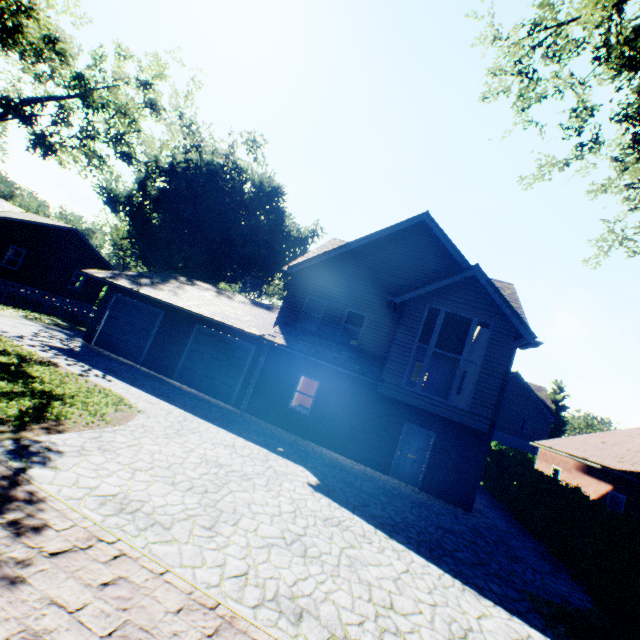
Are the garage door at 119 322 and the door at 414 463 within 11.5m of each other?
no

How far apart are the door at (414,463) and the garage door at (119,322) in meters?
13.0 m

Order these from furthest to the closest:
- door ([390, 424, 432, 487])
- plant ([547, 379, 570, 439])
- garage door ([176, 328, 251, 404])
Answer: plant ([547, 379, 570, 439]) → garage door ([176, 328, 251, 404]) → door ([390, 424, 432, 487])

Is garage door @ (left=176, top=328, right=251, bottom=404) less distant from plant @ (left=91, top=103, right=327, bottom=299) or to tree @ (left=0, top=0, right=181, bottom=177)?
tree @ (left=0, top=0, right=181, bottom=177)

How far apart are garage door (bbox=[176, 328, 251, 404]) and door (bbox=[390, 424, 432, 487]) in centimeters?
750cm

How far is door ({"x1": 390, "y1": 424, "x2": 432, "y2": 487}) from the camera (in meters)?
12.79

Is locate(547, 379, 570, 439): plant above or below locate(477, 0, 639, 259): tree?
below

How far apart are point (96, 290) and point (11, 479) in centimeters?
3053cm
